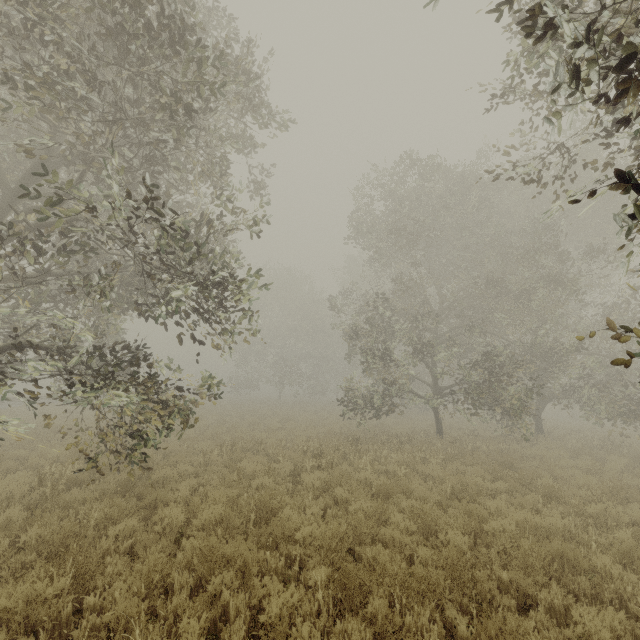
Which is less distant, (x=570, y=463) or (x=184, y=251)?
(x=184, y=251)
